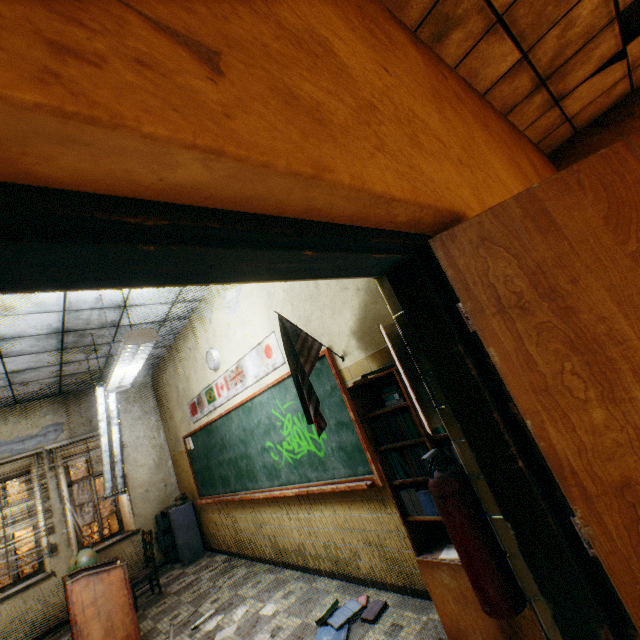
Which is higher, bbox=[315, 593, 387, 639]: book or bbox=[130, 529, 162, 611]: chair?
bbox=[130, 529, 162, 611]: chair

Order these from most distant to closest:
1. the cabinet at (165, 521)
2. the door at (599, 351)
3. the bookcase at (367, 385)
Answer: the cabinet at (165, 521)
the bookcase at (367, 385)
the door at (599, 351)

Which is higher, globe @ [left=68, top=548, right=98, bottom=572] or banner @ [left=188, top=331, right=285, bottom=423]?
banner @ [left=188, top=331, right=285, bottom=423]

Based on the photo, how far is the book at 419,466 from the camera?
2.16m

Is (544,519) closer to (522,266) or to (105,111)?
(522,266)

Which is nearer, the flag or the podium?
the flag

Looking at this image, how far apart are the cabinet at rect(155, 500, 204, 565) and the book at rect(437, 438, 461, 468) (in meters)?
5.70

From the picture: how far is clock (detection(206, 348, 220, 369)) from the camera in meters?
4.9 m
